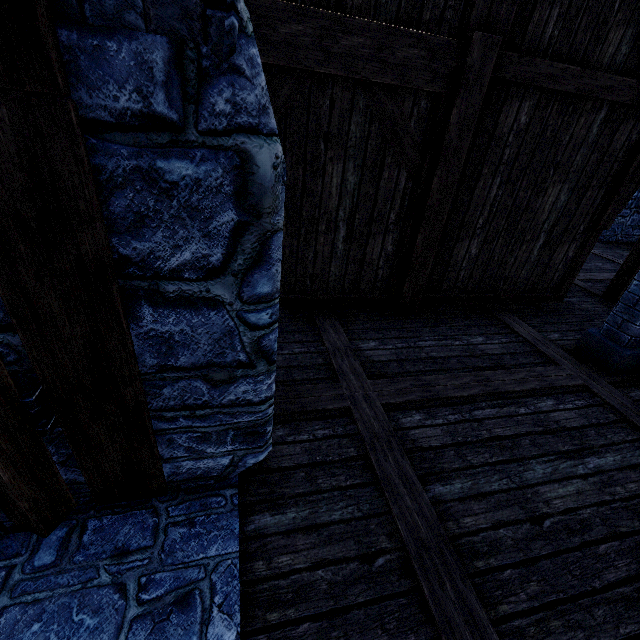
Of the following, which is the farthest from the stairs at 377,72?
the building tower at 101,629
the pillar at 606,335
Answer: the pillar at 606,335

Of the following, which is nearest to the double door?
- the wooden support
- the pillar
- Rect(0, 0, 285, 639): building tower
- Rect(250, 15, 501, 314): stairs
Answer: Rect(0, 0, 285, 639): building tower

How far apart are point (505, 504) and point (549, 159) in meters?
4.2

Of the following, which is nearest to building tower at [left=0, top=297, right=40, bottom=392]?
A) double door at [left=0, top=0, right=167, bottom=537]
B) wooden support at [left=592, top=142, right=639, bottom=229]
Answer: double door at [left=0, top=0, right=167, bottom=537]

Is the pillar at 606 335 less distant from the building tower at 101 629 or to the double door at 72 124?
the building tower at 101 629

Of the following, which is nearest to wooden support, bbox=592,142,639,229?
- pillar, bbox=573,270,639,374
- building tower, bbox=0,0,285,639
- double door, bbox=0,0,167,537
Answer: pillar, bbox=573,270,639,374

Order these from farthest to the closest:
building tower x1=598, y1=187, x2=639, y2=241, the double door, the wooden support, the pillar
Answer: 1. building tower x1=598, y1=187, x2=639, y2=241
2. the wooden support
3. the pillar
4. the double door

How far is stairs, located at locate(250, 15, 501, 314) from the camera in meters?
3.0 m
